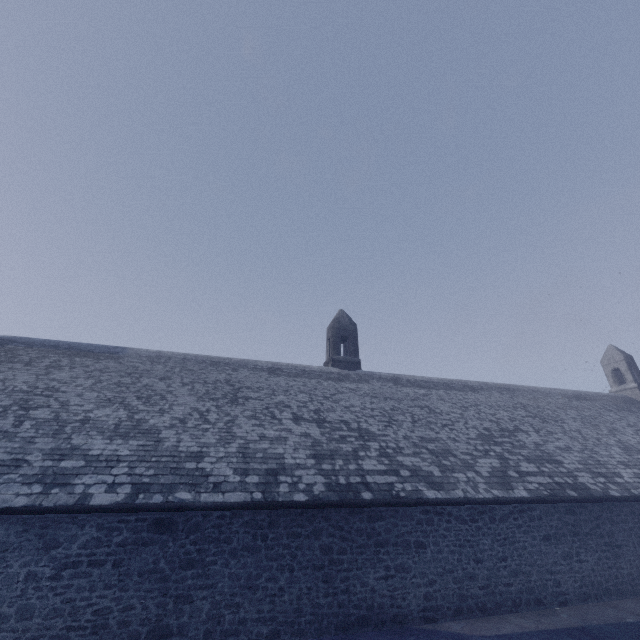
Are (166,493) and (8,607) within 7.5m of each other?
yes
